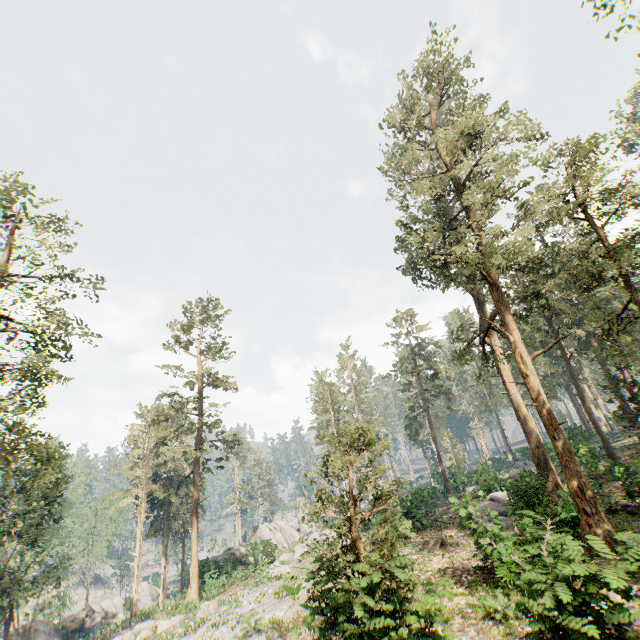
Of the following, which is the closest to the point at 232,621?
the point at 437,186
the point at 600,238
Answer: the point at 600,238

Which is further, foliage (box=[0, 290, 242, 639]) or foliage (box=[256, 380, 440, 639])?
foliage (box=[0, 290, 242, 639])

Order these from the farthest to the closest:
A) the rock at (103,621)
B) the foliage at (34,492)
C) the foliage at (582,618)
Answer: the rock at (103,621), the foliage at (34,492), the foliage at (582,618)

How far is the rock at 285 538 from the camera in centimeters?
3438cm

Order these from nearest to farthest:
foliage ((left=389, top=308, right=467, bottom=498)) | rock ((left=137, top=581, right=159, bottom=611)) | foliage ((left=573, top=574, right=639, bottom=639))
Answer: foliage ((left=573, top=574, right=639, bottom=639)), foliage ((left=389, top=308, right=467, bottom=498)), rock ((left=137, top=581, right=159, bottom=611))

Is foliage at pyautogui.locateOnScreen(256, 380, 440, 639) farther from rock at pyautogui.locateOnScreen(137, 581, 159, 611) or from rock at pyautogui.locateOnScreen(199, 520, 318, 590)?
rock at pyautogui.locateOnScreen(199, 520, 318, 590)

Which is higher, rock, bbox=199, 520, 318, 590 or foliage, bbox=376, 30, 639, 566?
foliage, bbox=376, 30, 639, 566
